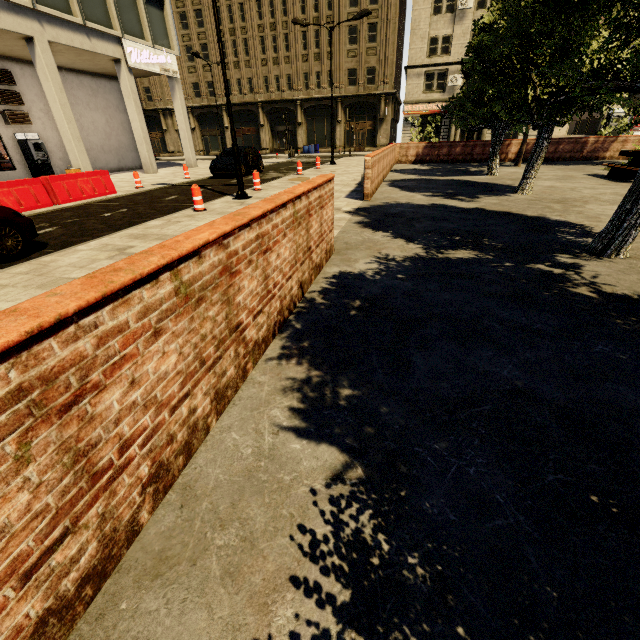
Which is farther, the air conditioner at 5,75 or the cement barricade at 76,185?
the air conditioner at 5,75

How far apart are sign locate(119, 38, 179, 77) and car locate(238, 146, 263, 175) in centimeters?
728cm

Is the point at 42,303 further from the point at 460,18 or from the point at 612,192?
the point at 460,18

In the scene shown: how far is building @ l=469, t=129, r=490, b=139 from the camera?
34.6m

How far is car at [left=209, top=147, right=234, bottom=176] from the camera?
17.1 meters

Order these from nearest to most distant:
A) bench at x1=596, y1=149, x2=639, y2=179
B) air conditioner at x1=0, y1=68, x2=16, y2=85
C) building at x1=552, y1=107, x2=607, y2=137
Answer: bench at x1=596, y1=149, x2=639, y2=179 < air conditioner at x1=0, y1=68, x2=16, y2=85 < building at x1=552, y1=107, x2=607, y2=137

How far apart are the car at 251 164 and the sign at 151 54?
7.3 meters

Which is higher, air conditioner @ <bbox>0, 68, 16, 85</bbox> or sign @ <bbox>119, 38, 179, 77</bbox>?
sign @ <bbox>119, 38, 179, 77</bbox>
